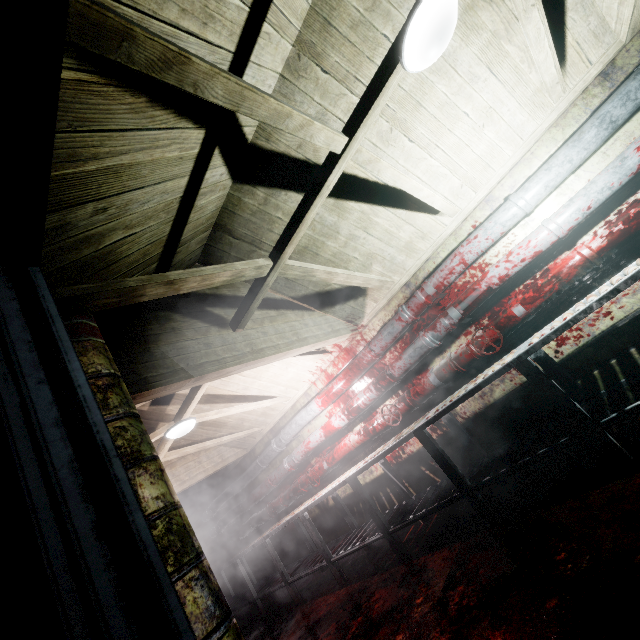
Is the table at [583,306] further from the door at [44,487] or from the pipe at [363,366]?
the door at [44,487]

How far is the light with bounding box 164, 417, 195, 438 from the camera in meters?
3.3 m

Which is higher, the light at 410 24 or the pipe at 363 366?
the light at 410 24

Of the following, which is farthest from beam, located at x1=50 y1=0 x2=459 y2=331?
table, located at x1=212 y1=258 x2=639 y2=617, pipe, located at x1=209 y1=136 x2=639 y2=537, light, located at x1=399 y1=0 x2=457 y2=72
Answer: table, located at x1=212 y1=258 x2=639 y2=617

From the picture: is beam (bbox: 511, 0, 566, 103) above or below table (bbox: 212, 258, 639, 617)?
above

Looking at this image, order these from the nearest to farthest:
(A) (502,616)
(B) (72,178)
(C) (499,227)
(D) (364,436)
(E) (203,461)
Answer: (B) (72,178)
(A) (502,616)
(C) (499,227)
(D) (364,436)
(E) (203,461)

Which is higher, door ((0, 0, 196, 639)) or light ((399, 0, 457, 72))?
light ((399, 0, 457, 72))

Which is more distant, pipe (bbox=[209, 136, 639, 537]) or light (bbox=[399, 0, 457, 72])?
pipe (bbox=[209, 136, 639, 537])
